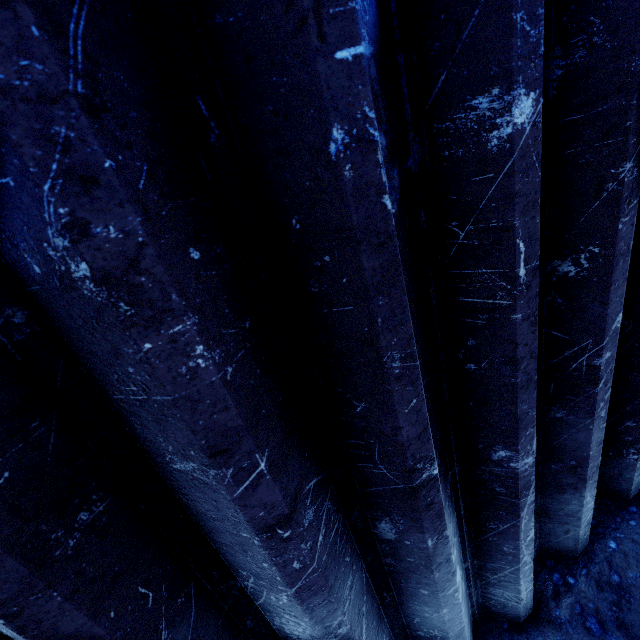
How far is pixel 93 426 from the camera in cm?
76
